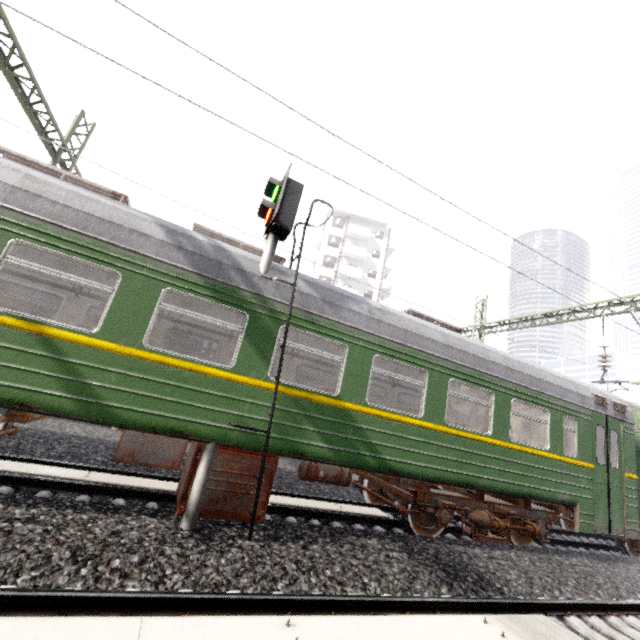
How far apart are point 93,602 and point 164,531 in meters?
1.5 m

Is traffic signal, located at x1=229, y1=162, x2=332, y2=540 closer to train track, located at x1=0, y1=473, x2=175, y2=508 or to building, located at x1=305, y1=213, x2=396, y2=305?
train track, located at x1=0, y1=473, x2=175, y2=508

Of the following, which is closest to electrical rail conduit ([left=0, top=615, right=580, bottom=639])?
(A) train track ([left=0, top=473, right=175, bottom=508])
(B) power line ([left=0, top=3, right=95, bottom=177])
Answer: (A) train track ([left=0, top=473, right=175, bottom=508])

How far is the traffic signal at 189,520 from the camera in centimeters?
439cm

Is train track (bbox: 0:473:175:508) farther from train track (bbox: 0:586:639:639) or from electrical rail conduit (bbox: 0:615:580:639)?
electrical rail conduit (bbox: 0:615:580:639)

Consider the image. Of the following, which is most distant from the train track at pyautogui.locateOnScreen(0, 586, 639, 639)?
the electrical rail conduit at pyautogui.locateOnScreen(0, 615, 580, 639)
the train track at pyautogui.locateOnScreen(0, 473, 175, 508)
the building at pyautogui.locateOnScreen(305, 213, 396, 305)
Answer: the building at pyautogui.locateOnScreen(305, 213, 396, 305)

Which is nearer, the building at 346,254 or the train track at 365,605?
the train track at 365,605

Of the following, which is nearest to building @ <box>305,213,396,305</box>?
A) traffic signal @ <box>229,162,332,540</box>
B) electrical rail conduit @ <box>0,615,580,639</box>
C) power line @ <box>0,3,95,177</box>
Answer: power line @ <box>0,3,95,177</box>
